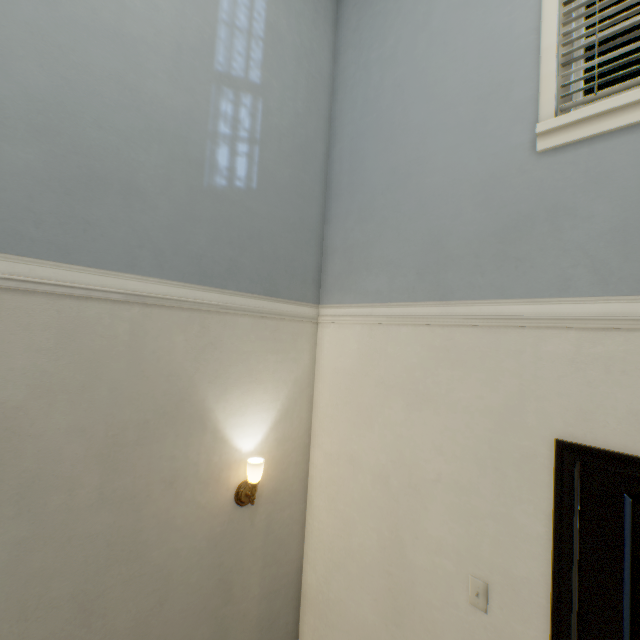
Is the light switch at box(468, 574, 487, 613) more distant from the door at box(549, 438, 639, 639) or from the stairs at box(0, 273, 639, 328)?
the stairs at box(0, 273, 639, 328)

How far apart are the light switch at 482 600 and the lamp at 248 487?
1.16m

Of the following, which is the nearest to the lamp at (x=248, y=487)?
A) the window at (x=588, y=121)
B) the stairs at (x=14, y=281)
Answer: the stairs at (x=14, y=281)

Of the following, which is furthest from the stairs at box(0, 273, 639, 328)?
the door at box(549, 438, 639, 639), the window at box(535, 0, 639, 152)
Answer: the window at box(535, 0, 639, 152)

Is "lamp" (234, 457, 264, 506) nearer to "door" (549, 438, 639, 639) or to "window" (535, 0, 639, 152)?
"door" (549, 438, 639, 639)

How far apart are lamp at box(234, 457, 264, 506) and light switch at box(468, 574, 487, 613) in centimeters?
116cm

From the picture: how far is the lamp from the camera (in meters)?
1.81

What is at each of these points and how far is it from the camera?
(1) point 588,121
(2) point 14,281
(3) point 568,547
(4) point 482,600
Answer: (1) window, 1.3 meters
(2) stairs, 1.2 meters
(3) door, 1.3 meters
(4) light switch, 1.5 meters
